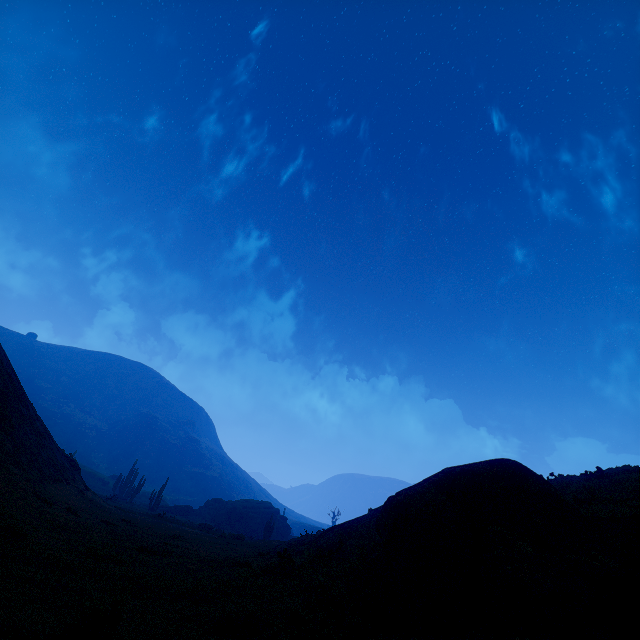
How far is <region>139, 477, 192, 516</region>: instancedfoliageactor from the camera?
39.9m

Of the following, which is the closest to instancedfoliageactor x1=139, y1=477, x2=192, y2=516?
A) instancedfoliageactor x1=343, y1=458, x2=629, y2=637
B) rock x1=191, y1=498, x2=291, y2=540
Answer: rock x1=191, y1=498, x2=291, y2=540

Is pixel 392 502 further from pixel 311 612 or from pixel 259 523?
pixel 259 523

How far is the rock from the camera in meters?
45.9 m

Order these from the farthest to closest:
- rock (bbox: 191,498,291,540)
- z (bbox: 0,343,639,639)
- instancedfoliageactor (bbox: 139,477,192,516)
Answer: rock (bbox: 191,498,291,540) < instancedfoliageactor (bbox: 139,477,192,516) < z (bbox: 0,343,639,639)

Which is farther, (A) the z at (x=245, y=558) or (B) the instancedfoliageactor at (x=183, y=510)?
(B) the instancedfoliageactor at (x=183, y=510)

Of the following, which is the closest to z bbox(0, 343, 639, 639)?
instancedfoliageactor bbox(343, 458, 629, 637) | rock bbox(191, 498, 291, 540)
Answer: instancedfoliageactor bbox(343, 458, 629, 637)

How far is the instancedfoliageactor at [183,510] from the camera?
39.9m
